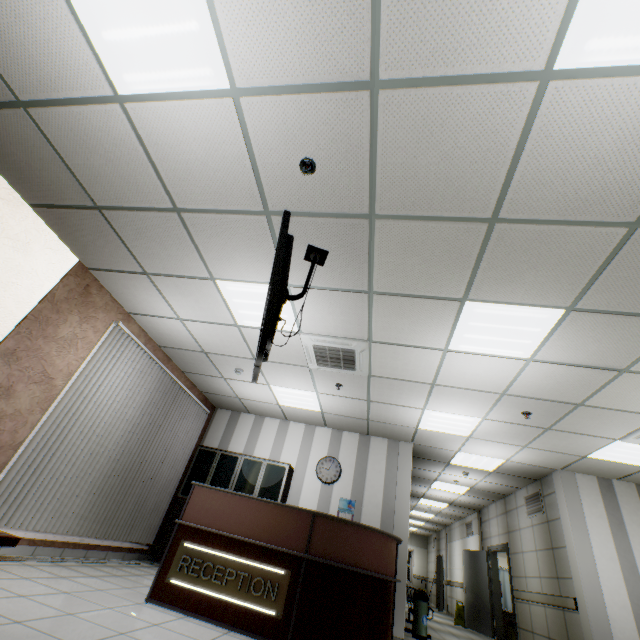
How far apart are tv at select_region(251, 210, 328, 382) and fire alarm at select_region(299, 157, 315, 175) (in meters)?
0.45

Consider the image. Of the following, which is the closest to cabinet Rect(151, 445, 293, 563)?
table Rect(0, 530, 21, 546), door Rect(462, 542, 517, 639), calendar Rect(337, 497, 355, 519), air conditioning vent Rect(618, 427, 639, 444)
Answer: calendar Rect(337, 497, 355, 519)

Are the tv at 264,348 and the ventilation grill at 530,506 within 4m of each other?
no

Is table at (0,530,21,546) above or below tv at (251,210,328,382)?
below

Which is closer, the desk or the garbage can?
the desk

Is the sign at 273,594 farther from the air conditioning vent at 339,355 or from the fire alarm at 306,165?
the fire alarm at 306,165

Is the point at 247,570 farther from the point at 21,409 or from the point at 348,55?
the point at 348,55

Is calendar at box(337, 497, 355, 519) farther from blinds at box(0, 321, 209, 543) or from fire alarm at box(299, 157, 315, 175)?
fire alarm at box(299, 157, 315, 175)
